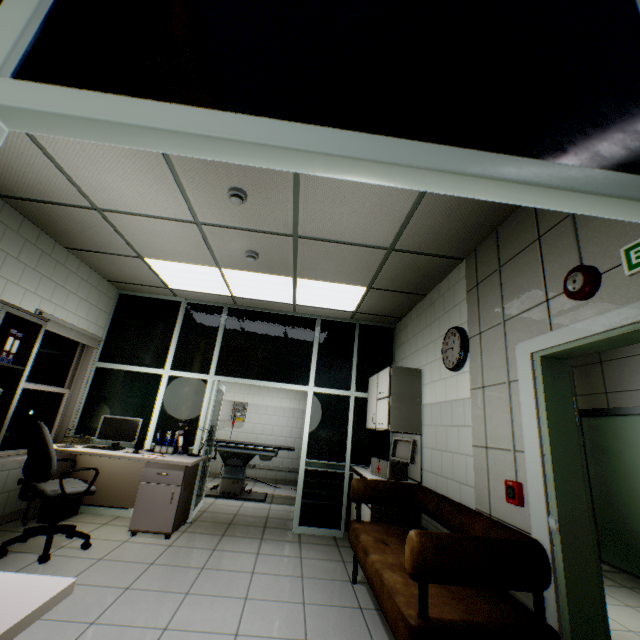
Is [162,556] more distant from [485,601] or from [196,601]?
[485,601]

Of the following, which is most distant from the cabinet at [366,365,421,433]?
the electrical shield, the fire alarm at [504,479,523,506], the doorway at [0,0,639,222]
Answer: the electrical shield

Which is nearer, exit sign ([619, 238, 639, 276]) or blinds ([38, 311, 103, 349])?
exit sign ([619, 238, 639, 276])

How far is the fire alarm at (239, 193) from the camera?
2.7 meters

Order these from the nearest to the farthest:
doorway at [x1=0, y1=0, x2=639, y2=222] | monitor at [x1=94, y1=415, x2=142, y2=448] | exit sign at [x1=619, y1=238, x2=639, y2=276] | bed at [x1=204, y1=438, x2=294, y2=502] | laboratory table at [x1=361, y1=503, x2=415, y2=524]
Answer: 1. doorway at [x1=0, y1=0, x2=639, y2=222]
2. exit sign at [x1=619, y1=238, x2=639, y2=276]
3. laboratory table at [x1=361, y1=503, x2=415, y2=524]
4. monitor at [x1=94, y1=415, x2=142, y2=448]
5. bed at [x1=204, y1=438, x2=294, y2=502]

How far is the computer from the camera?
3.9 meters

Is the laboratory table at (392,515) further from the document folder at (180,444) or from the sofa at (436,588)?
the document folder at (180,444)

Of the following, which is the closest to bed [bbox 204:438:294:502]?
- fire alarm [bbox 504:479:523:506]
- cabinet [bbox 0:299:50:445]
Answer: cabinet [bbox 0:299:50:445]
